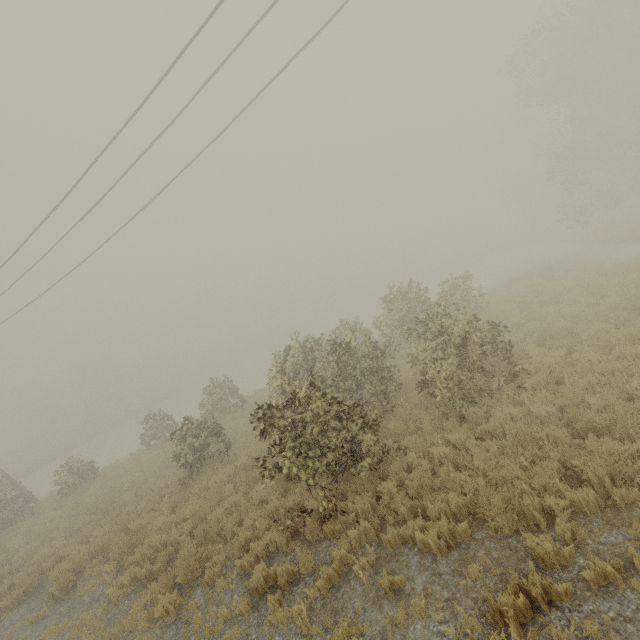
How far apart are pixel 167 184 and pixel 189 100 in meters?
3.2 m
